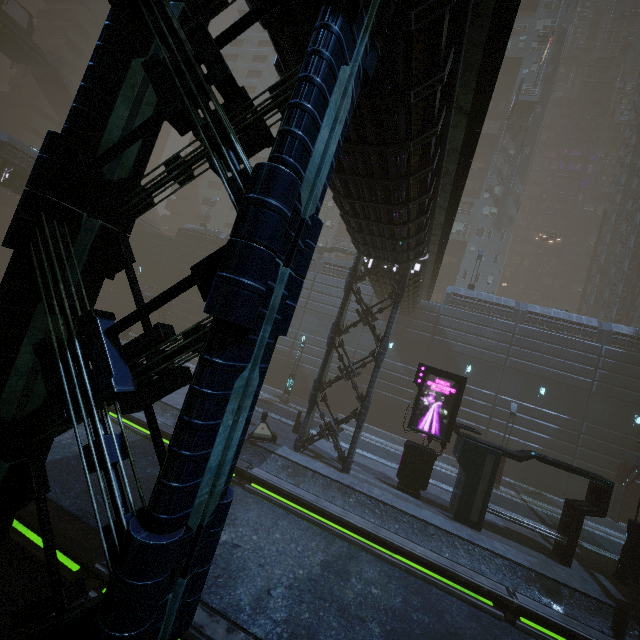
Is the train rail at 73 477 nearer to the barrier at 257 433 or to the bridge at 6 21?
the barrier at 257 433

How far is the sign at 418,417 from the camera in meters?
14.9

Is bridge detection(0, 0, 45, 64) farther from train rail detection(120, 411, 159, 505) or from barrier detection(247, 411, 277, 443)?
barrier detection(247, 411, 277, 443)

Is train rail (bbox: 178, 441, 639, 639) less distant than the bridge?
Yes

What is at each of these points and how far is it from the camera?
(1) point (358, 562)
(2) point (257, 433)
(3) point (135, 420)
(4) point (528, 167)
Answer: (1) train rail, 10.70m
(2) barrier, 15.80m
(3) train rail, 15.12m
(4) building, 41.41m

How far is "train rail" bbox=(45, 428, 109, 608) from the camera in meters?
6.8 m

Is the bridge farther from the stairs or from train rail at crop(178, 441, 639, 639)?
train rail at crop(178, 441, 639, 639)
